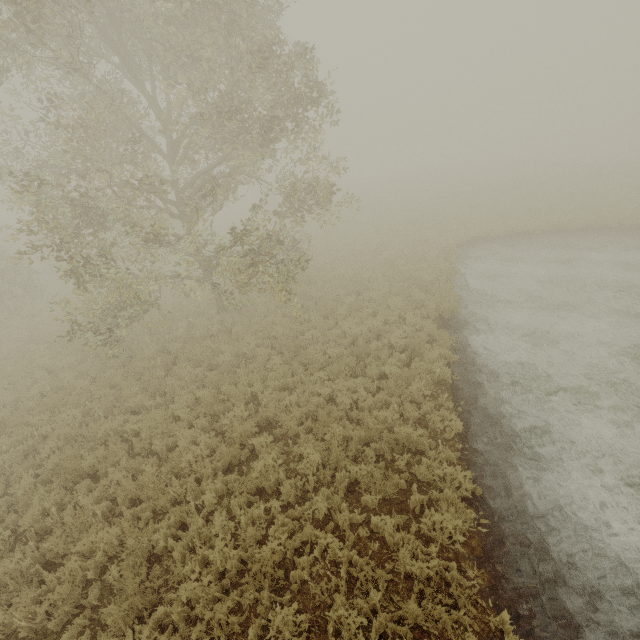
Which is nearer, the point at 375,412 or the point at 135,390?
the point at 375,412
